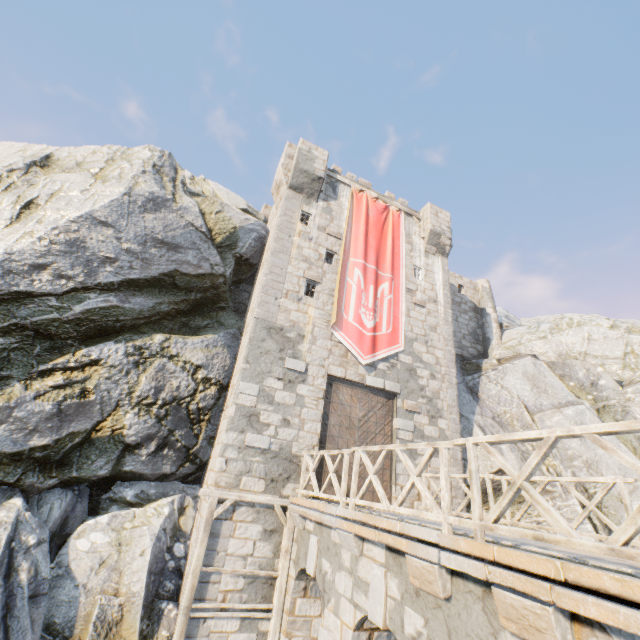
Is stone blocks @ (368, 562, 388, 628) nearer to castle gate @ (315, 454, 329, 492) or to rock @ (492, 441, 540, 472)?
rock @ (492, 441, 540, 472)

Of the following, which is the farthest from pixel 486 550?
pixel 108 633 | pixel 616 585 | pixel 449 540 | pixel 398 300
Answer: pixel 398 300

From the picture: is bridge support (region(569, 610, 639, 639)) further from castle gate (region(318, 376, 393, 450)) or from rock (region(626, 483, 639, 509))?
castle gate (region(318, 376, 393, 450))

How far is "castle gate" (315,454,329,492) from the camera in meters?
10.1

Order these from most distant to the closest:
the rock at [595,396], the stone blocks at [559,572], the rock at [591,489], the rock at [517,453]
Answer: the rock at [595,396] → the rock at [517,453] → the rock at [591,489] → the stone blocks at [559,572]

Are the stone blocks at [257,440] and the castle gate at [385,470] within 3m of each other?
yes

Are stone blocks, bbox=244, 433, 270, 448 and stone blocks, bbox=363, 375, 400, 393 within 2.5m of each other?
no

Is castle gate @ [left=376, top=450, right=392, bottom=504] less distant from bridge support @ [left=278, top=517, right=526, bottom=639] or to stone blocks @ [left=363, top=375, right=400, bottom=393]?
stone blocks @ [left=363, top=375, right=400, bottom=393]
